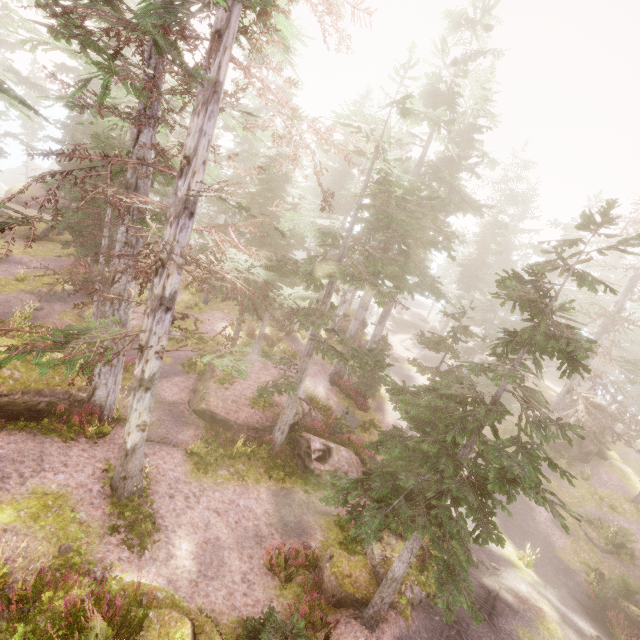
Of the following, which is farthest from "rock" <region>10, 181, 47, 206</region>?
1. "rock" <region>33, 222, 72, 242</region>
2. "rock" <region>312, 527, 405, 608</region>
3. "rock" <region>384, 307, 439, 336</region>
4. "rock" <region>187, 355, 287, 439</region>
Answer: "rock" <region>384, 307, 439, 336</region>

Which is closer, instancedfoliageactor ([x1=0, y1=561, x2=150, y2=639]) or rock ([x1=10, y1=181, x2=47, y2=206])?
instancedfoliageactor ([x1=0, y1=561, x2=150, y2=639])

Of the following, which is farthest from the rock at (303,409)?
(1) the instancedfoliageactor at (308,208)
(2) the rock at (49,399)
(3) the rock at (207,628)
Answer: (3) the rock at (207,628)

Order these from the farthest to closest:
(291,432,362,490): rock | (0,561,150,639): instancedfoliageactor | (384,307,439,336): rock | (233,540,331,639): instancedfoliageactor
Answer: (384,307,439,336): rock
(291,432,362,490): rock
(233,540,331,639): instancedfoliageactor
(0,561,150,639): instancedfoliageactor

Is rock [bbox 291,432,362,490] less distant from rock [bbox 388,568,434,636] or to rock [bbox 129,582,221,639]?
rock [bbox 129,582,221,639]

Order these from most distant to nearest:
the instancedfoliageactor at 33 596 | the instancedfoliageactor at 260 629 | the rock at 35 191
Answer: the rock at 35 191
the instancedfoliageactor at 260 629
the instancedfoliageactor at 33 596

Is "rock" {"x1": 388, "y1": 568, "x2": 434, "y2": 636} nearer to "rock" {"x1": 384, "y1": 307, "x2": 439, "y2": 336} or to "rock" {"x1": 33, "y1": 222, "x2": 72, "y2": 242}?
"rock" {"x1": 33, "y1": 222, "x2": 72, "y2": 242}

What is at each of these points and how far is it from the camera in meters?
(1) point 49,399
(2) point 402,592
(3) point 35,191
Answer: (1) rock, 11.1
(2) rock, 10.1
(3) rock, 38.3
